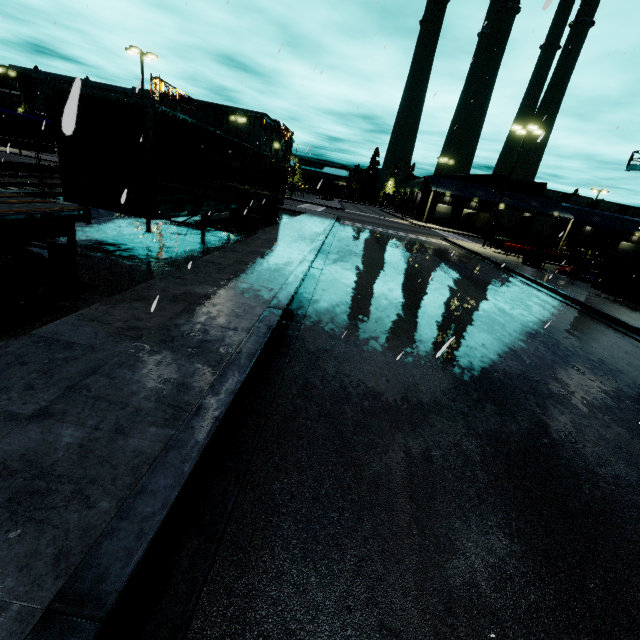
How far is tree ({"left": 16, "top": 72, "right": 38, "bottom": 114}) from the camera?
49.9 meters

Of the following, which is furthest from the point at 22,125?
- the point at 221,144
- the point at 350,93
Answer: the point at 350,93

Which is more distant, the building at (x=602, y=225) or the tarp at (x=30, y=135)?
the building at (x=602, y=225)

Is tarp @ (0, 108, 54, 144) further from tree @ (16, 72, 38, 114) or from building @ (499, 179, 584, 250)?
tree @ (16, 72, 38, 114)

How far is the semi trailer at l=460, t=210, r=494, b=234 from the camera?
48.9 meters

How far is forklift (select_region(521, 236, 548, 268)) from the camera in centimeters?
2339cm

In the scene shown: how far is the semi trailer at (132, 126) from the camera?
7.84m

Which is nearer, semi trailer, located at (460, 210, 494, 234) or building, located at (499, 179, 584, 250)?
semi trailer, located at (460, 210, 494, 234)
